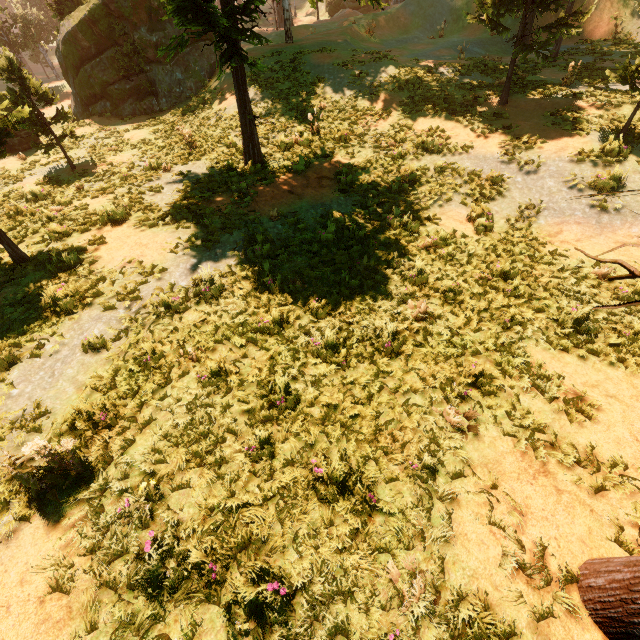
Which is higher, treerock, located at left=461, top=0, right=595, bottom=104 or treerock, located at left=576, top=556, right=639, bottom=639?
treerock, located at left=461, top=0, right=595, bottom=104

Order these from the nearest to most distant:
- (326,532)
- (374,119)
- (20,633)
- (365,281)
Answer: (20,633) → (326,532) → (365,281) → (374,119)

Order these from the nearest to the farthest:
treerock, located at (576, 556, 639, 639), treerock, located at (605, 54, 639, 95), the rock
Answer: treerock, located at (576, 556, 639, 639), treerock, located at (605, 54, 639, 95), the rock

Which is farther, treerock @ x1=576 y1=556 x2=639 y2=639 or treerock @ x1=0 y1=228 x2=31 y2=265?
treerock @ x1=0 y1=228 x2=31 y2=265

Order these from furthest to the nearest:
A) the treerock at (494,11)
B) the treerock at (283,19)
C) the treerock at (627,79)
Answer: the treerock at (283,19) < the treerock at (494,11) < the treerock at (627,79)

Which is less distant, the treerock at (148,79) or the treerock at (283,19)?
the treerock at (148,79)
